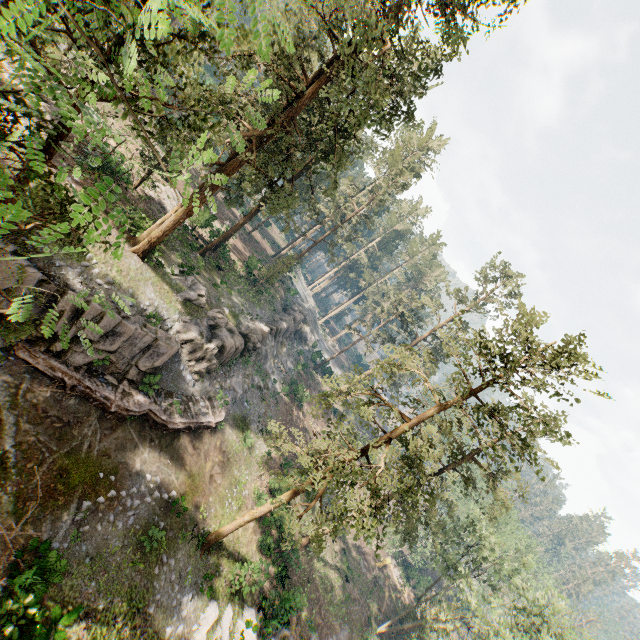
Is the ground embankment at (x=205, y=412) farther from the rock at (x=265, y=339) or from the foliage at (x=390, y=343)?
the foliage at (x=390, y=343)

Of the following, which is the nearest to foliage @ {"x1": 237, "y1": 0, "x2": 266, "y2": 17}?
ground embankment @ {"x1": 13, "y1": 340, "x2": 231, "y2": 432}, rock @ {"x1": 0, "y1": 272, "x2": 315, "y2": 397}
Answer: rock @ {"x1": 0, "y1": 272, "x2": 315, "y2": 397}

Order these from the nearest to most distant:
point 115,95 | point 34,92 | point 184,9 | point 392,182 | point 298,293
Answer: point 184,9 < point 115,95 < point 34,92 < point 392,182 < point 298,293

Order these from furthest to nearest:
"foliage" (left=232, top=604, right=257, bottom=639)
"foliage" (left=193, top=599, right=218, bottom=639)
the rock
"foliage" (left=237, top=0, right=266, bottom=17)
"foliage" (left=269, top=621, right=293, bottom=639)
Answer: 1. "foliage" (left=269, top=621, right=293, bottom=639)
2. "foliage" (left=232, top=604, right=257, bottom=639)
3. "foliage" (left=193, top=599, right=218, bottom=639)
4. the rock
5. "foliage" (left=237, top=0, right=266, bottom=17)

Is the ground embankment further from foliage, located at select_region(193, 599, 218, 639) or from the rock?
foliage, located at select_region(193, 599, 218, 639)

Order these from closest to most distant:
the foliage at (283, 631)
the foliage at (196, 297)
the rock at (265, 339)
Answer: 1. the rock at (265, 339)
2. the foliage at (283, 631)
3. the foliage at (196, 297)

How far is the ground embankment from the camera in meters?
16.7 m

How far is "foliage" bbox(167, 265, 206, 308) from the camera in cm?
2562
